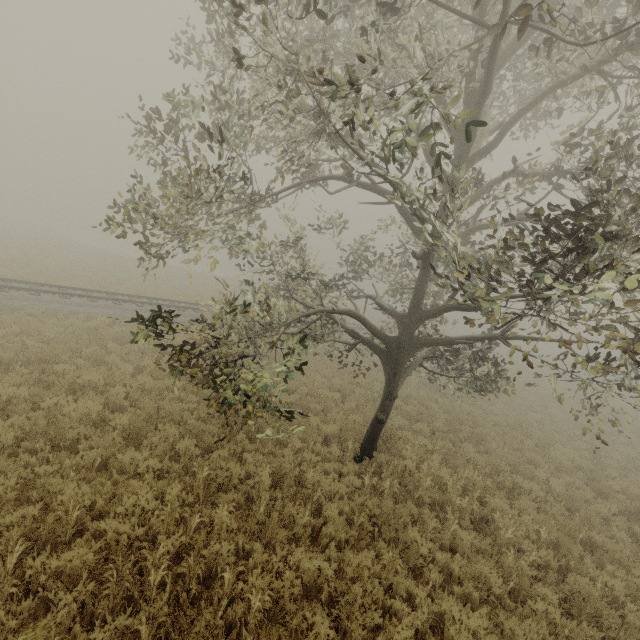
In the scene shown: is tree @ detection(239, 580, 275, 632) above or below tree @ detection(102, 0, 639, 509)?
below

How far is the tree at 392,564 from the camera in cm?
548

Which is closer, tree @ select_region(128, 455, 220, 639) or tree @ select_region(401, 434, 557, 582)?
tree @ select_region(128, 455, 220, 639)

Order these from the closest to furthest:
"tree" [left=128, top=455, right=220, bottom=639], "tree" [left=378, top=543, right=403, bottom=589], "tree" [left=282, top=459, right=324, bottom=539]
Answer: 1. "tree" [left=128, top=455, right=220, bottom=639]
2. "tree" [left=378, top=543, right=403, bottom=589]
3. "tree" [left=282, top=459, right=324, bottom=539]

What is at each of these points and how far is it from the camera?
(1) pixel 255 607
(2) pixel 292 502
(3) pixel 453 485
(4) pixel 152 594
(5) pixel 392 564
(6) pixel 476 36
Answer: (1) tree, 4.42m
(2) tree, 6.23m
(3) tree, 8.48m
(4) tree, 4.48m
(5) tree, 5.59m
(6) tree, 6.04m

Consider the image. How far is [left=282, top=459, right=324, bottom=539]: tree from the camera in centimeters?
611cm

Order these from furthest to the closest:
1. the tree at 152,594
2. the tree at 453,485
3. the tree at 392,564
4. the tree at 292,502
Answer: the tree at 453,485 → the tree at 292,502 → the tree at 392,564 → the tree at 152,594
